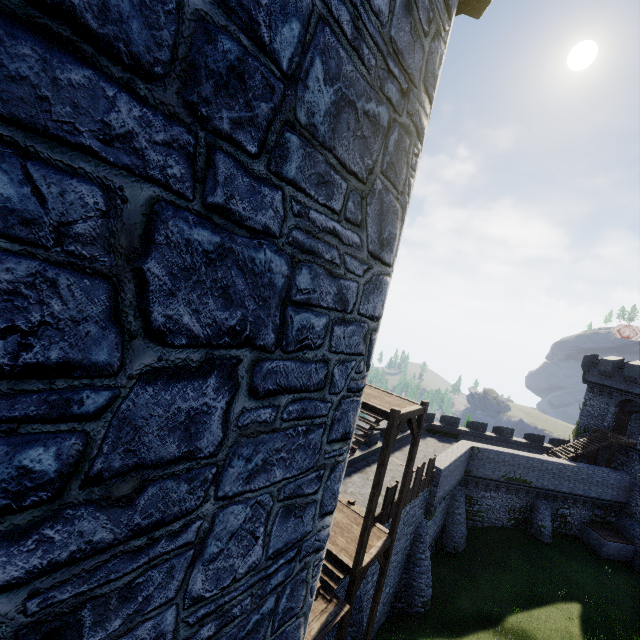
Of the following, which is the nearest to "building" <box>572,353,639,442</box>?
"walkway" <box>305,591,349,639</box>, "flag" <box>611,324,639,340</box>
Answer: "flag" <box>611,324,639,340</box>

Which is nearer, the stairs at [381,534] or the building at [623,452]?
the stairs at [381,534]

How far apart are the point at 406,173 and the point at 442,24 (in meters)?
1.66

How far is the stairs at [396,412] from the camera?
11.0m

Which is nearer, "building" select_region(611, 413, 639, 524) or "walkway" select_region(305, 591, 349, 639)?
"walkway" select_region(305, 591, 349, 639)

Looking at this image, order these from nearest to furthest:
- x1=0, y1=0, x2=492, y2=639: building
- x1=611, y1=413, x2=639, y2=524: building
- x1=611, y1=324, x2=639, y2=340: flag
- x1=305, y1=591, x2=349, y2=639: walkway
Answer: x1=0, y1=0, x2=492, y2=639: building
x1=305, y1=591, x2=349, y2=639: walkway
x1=611, y1=413, x2=639, y2=524: building
x1=611, y1=324, x2=639, y2=340: flag

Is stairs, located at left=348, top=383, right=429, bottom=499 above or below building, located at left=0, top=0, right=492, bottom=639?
below

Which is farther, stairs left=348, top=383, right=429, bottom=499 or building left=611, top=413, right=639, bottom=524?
building left=611, top=413, right=639, bottom=524
